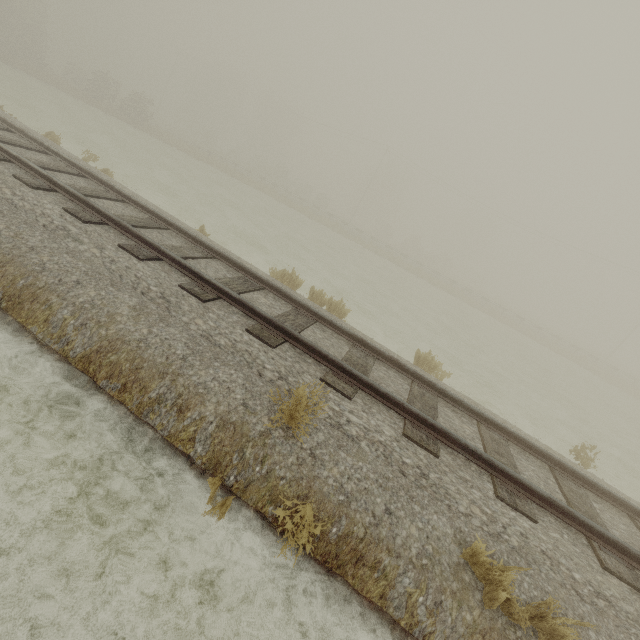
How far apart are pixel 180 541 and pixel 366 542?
1.87m
